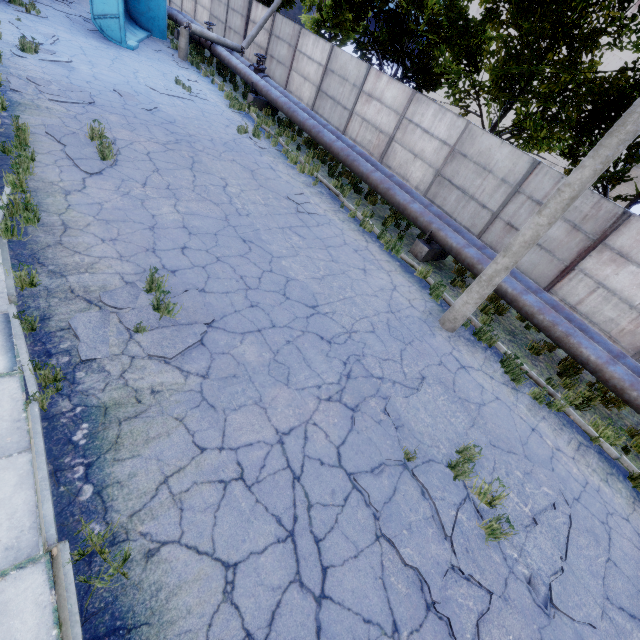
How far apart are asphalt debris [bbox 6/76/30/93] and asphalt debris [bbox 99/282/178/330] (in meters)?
7.06

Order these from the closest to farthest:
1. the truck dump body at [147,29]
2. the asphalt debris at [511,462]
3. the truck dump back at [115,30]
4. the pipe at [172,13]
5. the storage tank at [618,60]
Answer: the asphalt debris at [511,462]
the truck dump back at [115,30]
the truck dump body at [147,29]
the pipe at [172,13]
the storage tank at [618,60]

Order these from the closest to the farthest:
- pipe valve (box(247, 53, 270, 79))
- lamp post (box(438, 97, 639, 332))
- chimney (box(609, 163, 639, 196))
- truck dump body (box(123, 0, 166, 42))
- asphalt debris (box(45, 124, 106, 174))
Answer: lamp post (box(438, 97, 639, 332)), asphalt debris (box(45, 124, 106, 174)), pipe valve (box(247, 53, 270, 79)), truck dump body (box(123, 0, 166, 42)), chimney (box(609, 163, 639, 196))

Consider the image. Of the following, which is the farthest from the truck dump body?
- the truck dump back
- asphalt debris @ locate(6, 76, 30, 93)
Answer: asphalt debris @ locate(6, 76, 30, 93)

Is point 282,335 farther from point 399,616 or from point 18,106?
point 18,106

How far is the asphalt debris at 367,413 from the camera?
4.74m

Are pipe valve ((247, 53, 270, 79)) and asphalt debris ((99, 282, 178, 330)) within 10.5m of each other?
no

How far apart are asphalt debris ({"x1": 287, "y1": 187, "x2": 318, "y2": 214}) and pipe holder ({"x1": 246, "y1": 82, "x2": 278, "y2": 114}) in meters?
8.5 m
